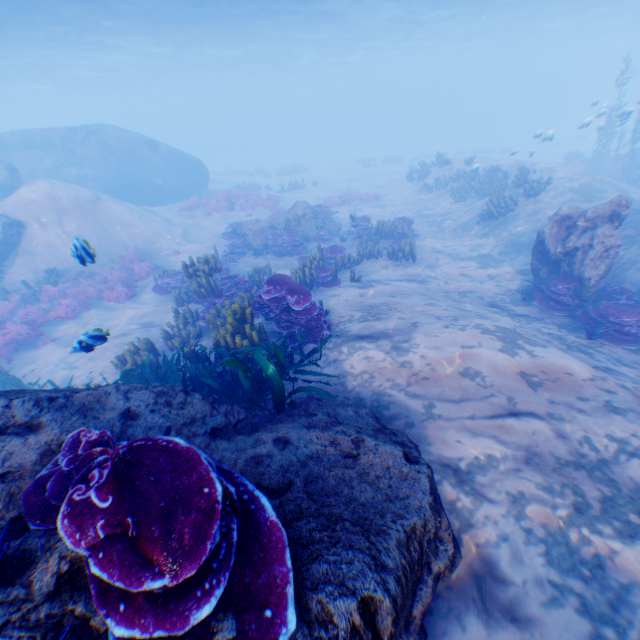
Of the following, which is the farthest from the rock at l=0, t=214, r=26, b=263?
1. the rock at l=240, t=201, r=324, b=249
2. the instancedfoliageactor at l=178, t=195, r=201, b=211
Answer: the rock at l=240, t=201, r=324, b=249

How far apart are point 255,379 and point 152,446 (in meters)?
2.56

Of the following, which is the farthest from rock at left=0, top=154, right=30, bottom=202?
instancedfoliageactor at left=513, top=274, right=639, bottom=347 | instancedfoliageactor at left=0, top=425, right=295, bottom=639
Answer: instancedfoliageactor at left=513, top=274, right=639, bottom=347

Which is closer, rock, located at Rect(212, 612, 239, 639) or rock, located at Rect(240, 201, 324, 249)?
rock, located at Rect(212, 612, 239, 639)

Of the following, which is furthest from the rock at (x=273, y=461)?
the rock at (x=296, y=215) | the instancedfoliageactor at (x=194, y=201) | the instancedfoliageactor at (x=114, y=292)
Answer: the rock at (x=296, y=215)

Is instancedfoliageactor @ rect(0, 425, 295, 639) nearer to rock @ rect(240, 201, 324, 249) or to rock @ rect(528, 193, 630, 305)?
rock @ rect(528, 193, 630, 305)

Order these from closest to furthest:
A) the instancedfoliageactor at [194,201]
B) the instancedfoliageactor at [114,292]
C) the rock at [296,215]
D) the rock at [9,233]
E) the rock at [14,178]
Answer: the instancedfoliageactor at [114,292] → the rock at [9,233] → the rock at [296,215] → the rock at [14,178] → the instancedfoliageactor at [194,201]

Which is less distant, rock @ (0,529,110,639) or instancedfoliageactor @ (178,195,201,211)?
rock @ (0,529,110,639)
